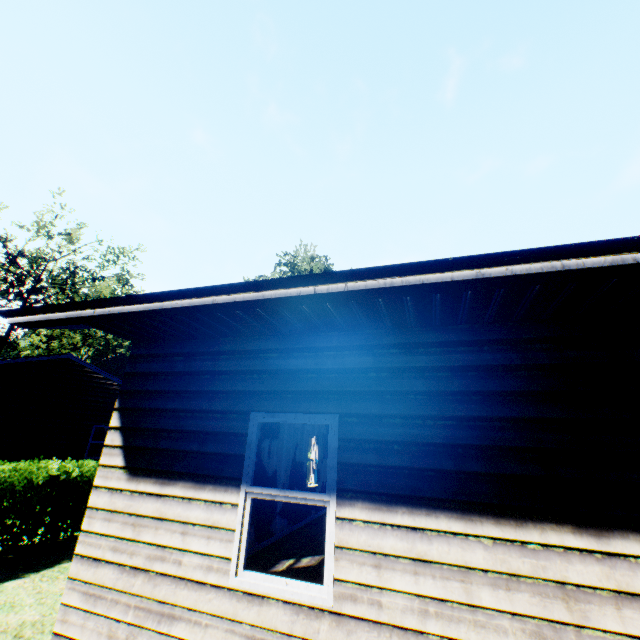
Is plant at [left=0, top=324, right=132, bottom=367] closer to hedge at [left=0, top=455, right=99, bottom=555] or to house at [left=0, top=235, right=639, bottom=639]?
house at [left=0, top=235, right=639, bottom=639]

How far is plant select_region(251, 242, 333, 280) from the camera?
40.2 meters

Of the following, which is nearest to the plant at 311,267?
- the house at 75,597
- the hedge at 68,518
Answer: the house at 75,597

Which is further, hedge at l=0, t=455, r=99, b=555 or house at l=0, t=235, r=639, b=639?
hedge at l=0, t=455, r=99, b=555

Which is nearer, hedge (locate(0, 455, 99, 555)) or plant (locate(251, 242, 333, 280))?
hedge (locate(0, 455, 99, 555))

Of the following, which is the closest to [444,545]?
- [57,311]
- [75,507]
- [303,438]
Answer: [57,311]

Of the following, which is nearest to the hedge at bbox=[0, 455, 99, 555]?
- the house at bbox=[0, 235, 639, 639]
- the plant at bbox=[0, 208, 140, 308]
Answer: the house at bbox=[0, 235, 639, 639]

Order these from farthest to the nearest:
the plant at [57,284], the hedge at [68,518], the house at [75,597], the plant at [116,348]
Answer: the plant at [116,348]
the plant at [57,284]
the hedge at [68,518]
the house at [75,597]
